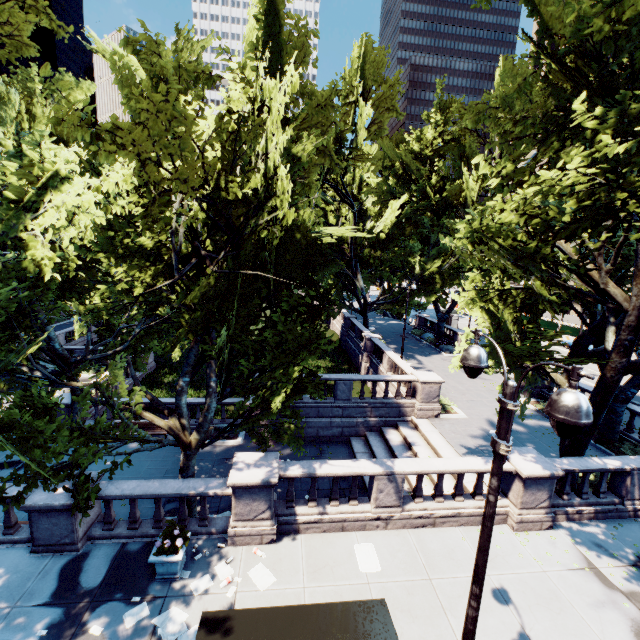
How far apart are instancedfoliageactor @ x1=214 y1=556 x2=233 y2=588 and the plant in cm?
111

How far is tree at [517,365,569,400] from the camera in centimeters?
1172cm

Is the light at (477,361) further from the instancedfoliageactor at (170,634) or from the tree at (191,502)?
the instancedfoliageactor at (170,634)

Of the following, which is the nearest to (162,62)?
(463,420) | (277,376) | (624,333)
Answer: (277,376)

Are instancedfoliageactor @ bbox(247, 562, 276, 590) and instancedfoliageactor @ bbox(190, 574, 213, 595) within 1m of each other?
yes

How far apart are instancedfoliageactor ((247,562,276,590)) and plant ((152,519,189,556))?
2.11m

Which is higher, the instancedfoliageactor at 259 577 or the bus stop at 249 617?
the bus stop at 249 617

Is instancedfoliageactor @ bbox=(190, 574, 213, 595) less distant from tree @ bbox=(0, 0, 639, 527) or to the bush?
tree @ bbox=(0, 0, 639, 527)
